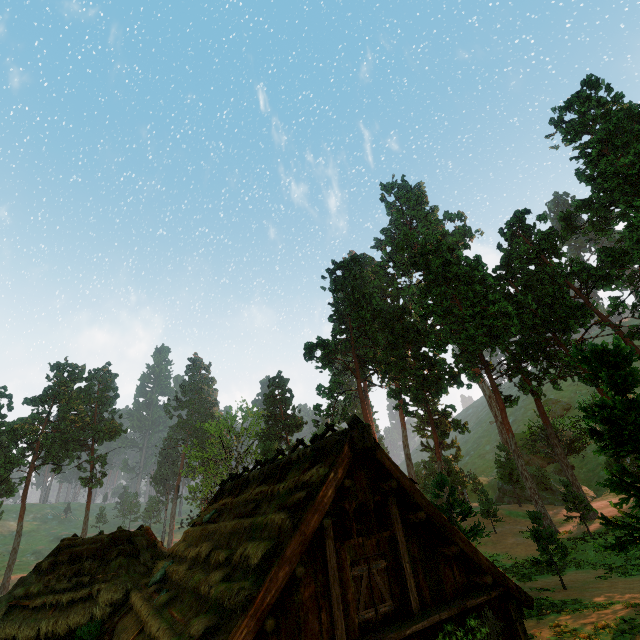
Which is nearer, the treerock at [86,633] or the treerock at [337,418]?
the treerock at [86,633]

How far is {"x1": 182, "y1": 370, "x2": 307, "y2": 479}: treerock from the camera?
49.2m

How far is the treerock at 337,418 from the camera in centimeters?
3912cm

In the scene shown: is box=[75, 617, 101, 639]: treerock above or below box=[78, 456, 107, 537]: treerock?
below

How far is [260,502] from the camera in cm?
980

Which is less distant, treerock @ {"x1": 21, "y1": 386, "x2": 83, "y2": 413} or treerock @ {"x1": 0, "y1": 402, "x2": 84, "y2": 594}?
treerock @ {"x1": 0, "y1": 402, "x2": 84, "y2": 594}

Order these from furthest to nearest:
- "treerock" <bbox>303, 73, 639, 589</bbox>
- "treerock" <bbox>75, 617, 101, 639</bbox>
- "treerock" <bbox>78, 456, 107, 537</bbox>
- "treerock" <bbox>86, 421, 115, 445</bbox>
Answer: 1. "treerock" <bbox>86, 421, 115, 445</bbox>
2. "treerock" <bbox>78, 456, 107, 537</bbox>
3. "treerock" <bbox>303, 73, 639, 589</bbox>
4. "treerock" <bbox>75, 617, 101, 639</bbox>
